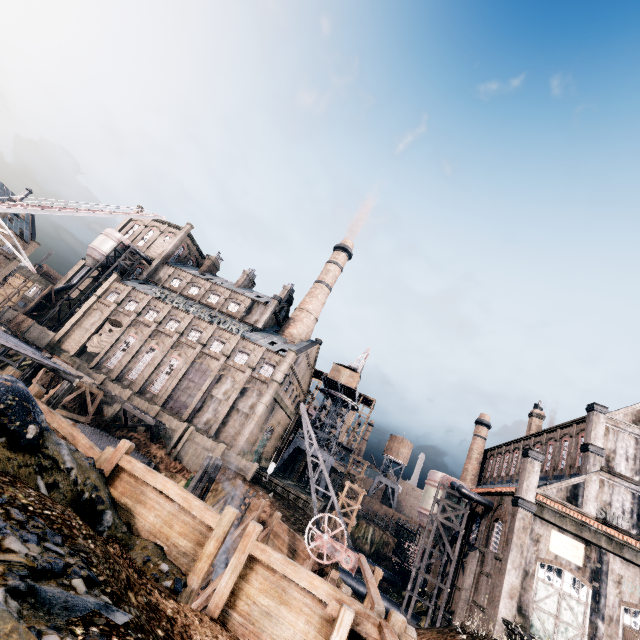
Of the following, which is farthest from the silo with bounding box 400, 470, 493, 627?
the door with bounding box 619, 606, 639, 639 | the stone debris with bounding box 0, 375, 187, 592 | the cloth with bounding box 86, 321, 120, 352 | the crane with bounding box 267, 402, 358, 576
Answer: the cloth with bounding box 86, 321, 120, 352

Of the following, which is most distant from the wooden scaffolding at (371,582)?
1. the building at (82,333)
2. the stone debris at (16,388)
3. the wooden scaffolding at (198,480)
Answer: the building at (82,333)

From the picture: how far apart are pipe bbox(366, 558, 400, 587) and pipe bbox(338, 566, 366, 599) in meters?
18.4 m

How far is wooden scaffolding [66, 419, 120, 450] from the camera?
30.58m

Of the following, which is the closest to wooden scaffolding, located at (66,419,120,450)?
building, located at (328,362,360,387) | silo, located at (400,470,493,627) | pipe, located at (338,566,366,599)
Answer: pipe, located at (338,566,366,599)

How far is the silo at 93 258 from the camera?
59.56m

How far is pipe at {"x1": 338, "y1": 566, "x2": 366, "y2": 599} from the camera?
37.44m

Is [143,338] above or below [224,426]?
above
